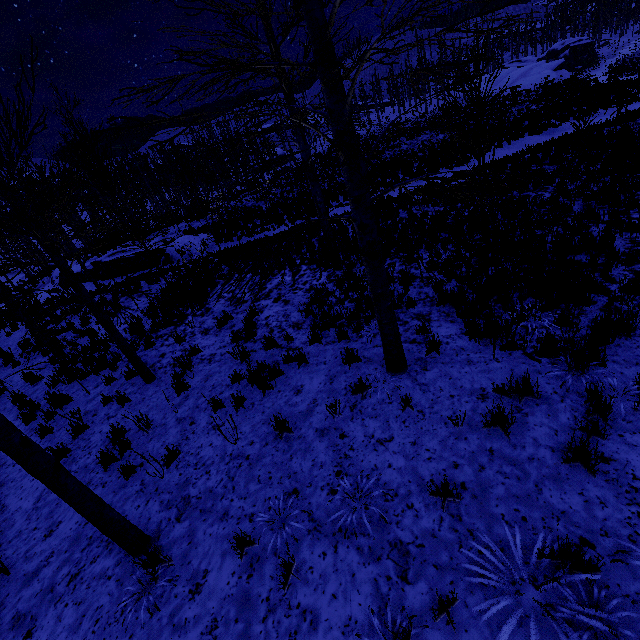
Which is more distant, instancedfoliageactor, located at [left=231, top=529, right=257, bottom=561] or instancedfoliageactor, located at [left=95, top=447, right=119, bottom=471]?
instancedfoliageactor, located at [left=95, top=447, right=119, bottom=471]

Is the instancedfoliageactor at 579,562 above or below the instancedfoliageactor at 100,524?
below

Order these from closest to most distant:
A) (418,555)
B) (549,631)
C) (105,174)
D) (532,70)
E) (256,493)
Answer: (549,631) < (418,555) < (256,493) < (105,174) < (532,70)

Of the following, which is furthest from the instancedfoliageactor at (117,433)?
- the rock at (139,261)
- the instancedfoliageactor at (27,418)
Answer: the rock at (139,261)

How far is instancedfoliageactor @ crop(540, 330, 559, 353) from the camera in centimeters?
470cm
